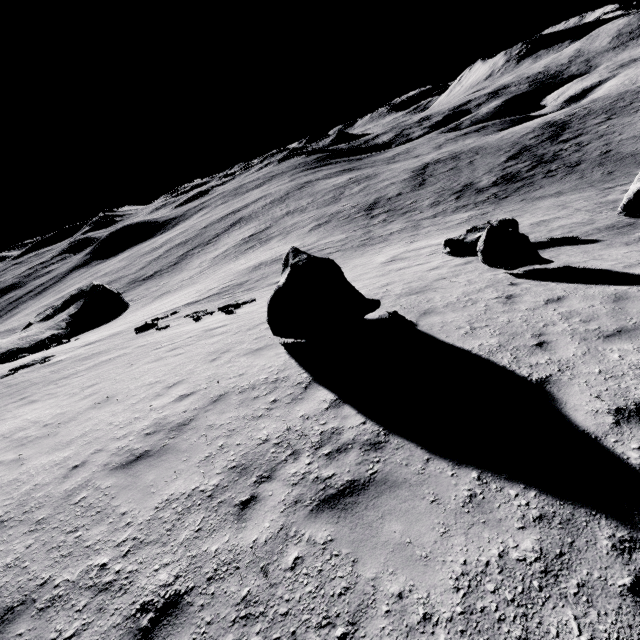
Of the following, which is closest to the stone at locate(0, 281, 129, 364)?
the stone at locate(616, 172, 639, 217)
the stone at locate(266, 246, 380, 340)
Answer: the stone at locate(266, 246, 380, 340)

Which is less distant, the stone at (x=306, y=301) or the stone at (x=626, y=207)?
the stone at (x=306, y=301)

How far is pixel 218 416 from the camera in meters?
6.6 m

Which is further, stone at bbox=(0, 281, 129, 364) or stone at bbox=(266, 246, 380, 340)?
stone at bbox=(0, 281, 129, 364)

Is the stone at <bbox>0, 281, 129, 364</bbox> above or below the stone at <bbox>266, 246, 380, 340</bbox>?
below

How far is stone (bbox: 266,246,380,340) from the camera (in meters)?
8.13

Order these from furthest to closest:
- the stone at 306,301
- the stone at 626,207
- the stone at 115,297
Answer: the stone at 115,297
the stone at 626,207
the stone at 306,301
